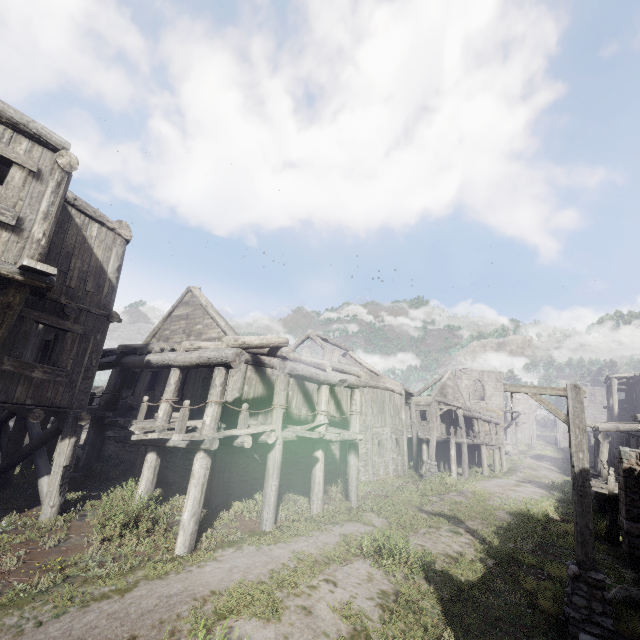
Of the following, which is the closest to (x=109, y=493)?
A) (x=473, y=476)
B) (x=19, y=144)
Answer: (x=19, y=144)

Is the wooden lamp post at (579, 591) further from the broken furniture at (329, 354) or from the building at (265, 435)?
the broken furniture at (329, 354)

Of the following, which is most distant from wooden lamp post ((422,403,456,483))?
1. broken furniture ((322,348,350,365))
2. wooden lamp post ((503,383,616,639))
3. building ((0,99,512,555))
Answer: wooden lamp post ((503,383,616,639))

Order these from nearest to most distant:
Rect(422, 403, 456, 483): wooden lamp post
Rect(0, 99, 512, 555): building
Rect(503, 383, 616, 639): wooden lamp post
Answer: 1. Rect(503, 383, 616, 639): wooden lamp post
2. Rect(0, 99, 512, 555): building
3. Rect(422, 403, 456, 483): wooden lamp post

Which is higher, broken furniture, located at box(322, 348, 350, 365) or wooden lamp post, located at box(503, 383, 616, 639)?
broken furniture, located at box(322, 348, 350, 365)

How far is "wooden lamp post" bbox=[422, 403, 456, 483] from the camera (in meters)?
19.58

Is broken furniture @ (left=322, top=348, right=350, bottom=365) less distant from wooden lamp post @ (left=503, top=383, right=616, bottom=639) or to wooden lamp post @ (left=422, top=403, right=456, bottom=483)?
wooden lamp post @ (left=422, top=403, right=456, bottom=483)

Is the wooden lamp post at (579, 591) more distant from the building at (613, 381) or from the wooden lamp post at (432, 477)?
the wooden lamp post at (432, 477)
